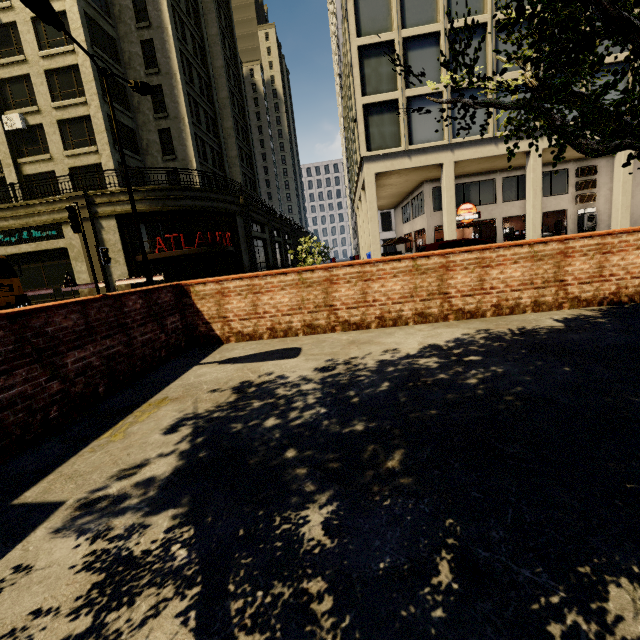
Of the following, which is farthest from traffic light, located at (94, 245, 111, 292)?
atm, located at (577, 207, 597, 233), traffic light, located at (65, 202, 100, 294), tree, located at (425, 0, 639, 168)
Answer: atm, located at (577, 207, 597, 233)

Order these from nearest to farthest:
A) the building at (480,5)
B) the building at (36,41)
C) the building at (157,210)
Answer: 1. the building at (480,5)
2. the building at (36,41)
3. the building at (157,210)

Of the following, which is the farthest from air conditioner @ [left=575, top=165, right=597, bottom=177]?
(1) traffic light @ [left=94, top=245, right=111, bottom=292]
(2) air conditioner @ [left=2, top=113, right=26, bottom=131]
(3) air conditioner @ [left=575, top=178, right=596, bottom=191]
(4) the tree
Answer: (2) air conditioner @ [left=2, top=113, right=26, bottom=131]

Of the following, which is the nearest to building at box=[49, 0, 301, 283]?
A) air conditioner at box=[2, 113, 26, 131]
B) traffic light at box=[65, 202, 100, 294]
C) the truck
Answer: air conditioner at box=[2, 113, 26, 131]

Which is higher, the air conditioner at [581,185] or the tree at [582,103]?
the air conditioner at [581,185]

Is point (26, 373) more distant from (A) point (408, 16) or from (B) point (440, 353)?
(A) point (408, 16)

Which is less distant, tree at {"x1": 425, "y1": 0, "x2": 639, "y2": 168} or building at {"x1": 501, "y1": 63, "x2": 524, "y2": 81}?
tree at {"x1": 425, "y1": 0, "x2": 639, "y2": 168}

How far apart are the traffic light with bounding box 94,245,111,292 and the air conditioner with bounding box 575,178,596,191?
29.0m
